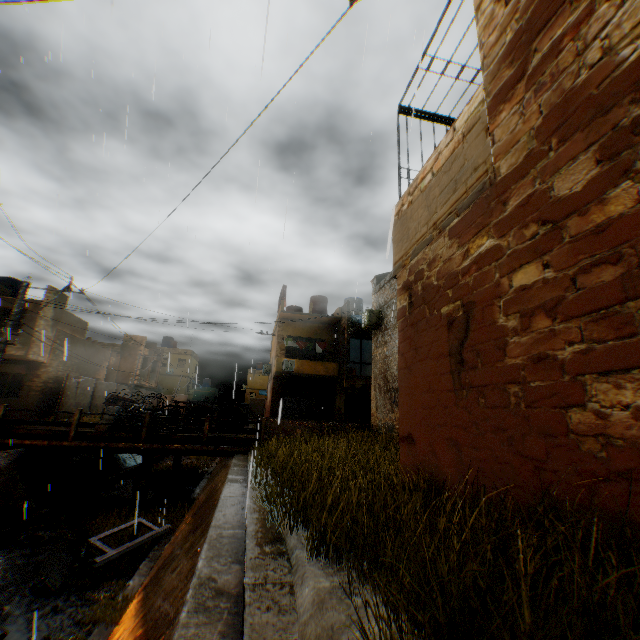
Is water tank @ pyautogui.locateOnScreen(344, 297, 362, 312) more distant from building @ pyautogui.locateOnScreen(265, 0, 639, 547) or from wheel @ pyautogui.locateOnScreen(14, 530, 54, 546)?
wheel @ pyautogui.locateOnScreen(14, 530, 54, 546)

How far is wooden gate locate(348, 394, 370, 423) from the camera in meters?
23.8

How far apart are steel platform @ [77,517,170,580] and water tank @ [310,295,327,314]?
19.8m

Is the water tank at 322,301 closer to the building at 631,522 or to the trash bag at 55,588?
the building at 631,522

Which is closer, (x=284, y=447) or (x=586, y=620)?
(x=586, y=620)

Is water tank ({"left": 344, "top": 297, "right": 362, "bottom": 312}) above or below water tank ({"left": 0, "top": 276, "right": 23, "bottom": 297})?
above

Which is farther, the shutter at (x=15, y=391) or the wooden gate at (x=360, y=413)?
the wooden gate at (x=360, y=413)

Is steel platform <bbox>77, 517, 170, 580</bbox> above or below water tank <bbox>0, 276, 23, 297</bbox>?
below
